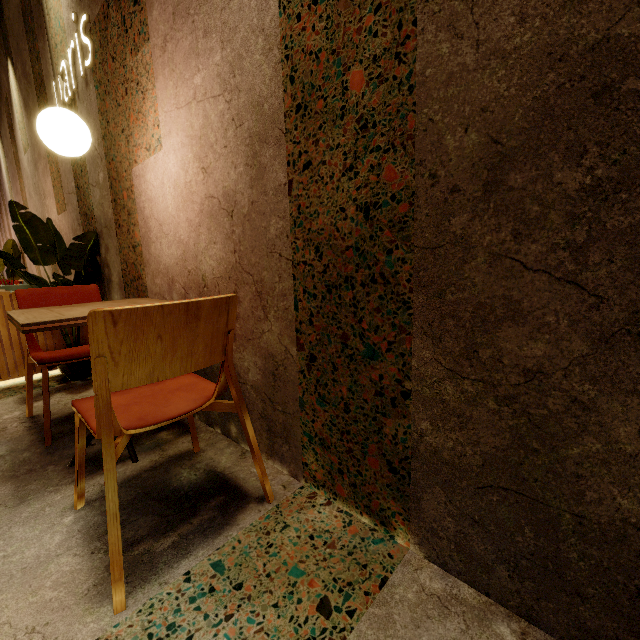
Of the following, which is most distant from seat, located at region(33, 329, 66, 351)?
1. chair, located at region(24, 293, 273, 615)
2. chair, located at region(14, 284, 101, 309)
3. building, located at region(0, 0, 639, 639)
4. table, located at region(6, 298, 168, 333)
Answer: chair, located at region(24, 293, 273, 615)

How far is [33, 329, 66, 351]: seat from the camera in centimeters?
294cm

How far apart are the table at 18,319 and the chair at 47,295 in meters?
0.3 m

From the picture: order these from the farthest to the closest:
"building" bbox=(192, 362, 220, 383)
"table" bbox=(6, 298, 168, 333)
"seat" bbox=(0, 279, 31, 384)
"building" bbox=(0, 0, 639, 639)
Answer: "seat" bbox=(0, 279, 31, 384) < "building" bbox=(192, 362, 220, 383) < "table" bbox=(6, 298, 168, 333) < "building" bbox=(0, 0, 639, 639)

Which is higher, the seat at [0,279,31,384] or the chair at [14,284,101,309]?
the chair at [14,284,101,309]

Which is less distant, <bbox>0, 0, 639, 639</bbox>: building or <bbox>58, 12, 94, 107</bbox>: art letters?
<bbox>0, 0, 639, 639</bbox>: building

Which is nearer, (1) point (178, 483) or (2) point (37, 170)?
(1) point (178, 483)

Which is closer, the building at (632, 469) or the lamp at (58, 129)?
the building at (632, 469)
